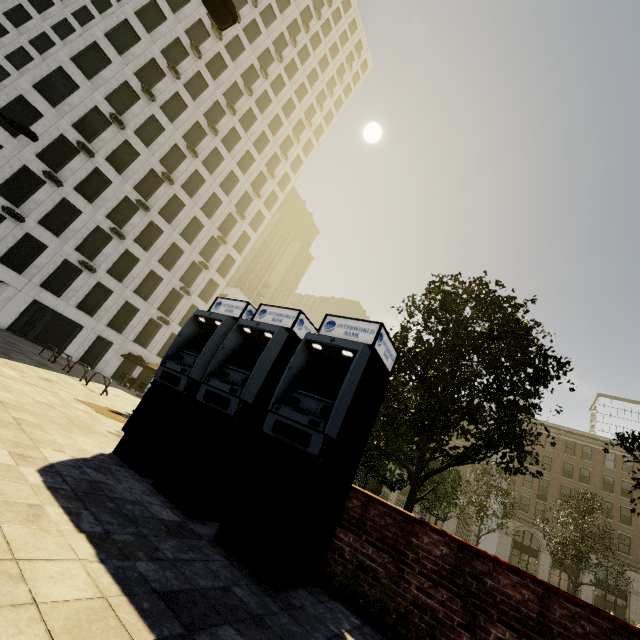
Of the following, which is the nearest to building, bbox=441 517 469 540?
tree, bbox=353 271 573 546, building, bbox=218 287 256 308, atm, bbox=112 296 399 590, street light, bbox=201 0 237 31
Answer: tree, bbox=353 271 573 546

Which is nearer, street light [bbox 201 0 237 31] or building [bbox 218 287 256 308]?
street light [bbox 201 0 237 31]

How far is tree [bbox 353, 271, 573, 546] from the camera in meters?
6.7 m

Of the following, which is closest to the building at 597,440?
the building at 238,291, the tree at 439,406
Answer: the tree at 439,406

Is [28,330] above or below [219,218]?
below

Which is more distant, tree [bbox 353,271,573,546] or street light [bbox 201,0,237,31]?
tree [bbox 353,271,573,546]

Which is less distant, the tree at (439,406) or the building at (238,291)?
the tree at (439,406)

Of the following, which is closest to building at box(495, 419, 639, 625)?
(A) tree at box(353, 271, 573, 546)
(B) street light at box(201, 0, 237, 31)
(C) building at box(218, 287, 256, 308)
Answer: (A) tree at box(353, 271, 573, 546)
